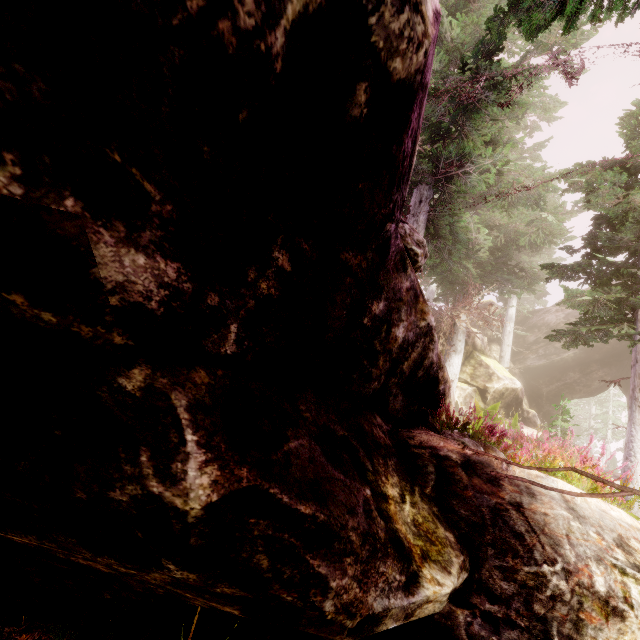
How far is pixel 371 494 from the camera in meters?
2.3

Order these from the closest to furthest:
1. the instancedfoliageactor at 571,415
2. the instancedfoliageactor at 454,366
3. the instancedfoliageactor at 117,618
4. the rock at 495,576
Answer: the rock at 495,576 → the instancedfoliageactor at 117,618 → the instancedfoliageactor at 571,415 → the instancedfoliageactor at 454,366

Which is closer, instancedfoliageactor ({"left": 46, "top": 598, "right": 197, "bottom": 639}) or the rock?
the rock

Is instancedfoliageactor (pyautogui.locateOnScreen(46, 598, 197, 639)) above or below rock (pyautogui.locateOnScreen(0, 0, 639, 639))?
below

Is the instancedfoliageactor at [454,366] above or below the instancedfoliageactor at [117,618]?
above

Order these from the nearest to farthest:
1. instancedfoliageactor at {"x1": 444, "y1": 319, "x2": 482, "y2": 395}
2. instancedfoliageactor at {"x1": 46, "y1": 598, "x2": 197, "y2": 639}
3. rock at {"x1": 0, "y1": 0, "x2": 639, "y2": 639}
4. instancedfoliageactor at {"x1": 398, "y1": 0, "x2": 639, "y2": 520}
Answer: rock at {"x1": 0, "y1": 0, "x2": 639, "y2": 639} → instancedfoliageactor at {"x1": 46, "y1": 598, "x2": 197, "y2": 639} → instancedfoliageactor at {"x1": 398, "y1": 0, "x2": 639, "y2": 520} → instancedfoliageactor at {"x1": 444, "y1": 319, "x2": 482, "y2": 395}

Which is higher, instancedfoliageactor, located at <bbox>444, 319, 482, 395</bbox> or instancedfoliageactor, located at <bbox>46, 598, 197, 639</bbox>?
instancedfoliageactor, located at <bbox>444, 319, 482, 395</bbox>

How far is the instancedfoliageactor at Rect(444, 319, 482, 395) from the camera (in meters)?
16.53
